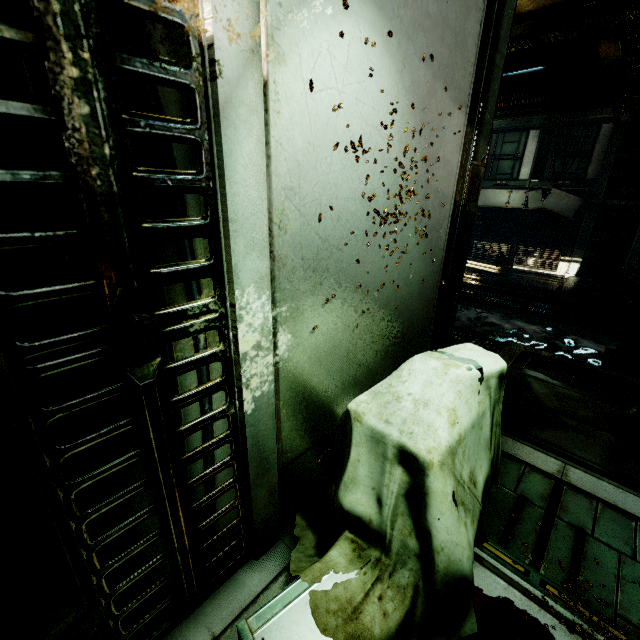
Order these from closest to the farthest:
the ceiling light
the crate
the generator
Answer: the crate
the generator
the ceiling light

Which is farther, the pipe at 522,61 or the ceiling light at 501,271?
the ceiling light at 501,271

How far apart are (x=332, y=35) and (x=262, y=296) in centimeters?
94cm

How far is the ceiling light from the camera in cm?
1002

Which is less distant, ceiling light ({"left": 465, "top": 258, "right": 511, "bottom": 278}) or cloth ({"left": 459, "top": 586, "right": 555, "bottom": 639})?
cloth ({"left": 459, "top": 586, "right": 555, "bottom": 639})

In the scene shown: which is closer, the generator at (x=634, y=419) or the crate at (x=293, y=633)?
the crate at (x=293, y=633)

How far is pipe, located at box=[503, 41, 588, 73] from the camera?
5.6m

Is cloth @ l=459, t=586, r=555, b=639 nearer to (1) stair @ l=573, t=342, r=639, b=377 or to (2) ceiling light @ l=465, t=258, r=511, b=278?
(1) stair @ l=573, t=342, r=639, b=377
